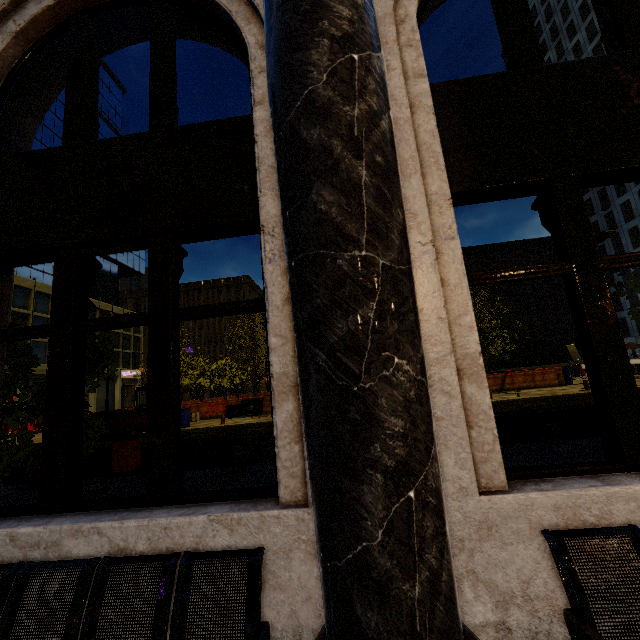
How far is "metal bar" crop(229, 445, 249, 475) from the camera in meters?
6.9 m

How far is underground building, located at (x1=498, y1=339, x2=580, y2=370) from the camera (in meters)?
35.00

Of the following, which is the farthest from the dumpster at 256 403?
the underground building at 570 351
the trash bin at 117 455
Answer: the underground building at 570 351

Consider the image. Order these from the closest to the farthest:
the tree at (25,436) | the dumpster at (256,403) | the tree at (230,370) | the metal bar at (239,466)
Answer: the tree at (25,436)
the metal bar at (239,466)
the dumpster at (256,403)
the tree at (230,370)

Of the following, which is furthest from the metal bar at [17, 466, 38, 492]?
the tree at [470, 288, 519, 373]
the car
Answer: the car

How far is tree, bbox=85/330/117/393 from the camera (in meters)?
→ 5.65

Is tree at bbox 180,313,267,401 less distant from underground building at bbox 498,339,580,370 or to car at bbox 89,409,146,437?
underground building at bbox 498,339,580,370

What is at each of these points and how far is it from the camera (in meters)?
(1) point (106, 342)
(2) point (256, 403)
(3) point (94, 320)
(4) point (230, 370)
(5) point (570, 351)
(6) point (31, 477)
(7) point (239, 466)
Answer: (1) tree, 6.19
(2) dumpster, 21.98
(3) building, 2.58
(4) tree, 42.03
(5) underground building, 35.41
(6) metal bar, 7.39
(7) metal bar, 6.96
